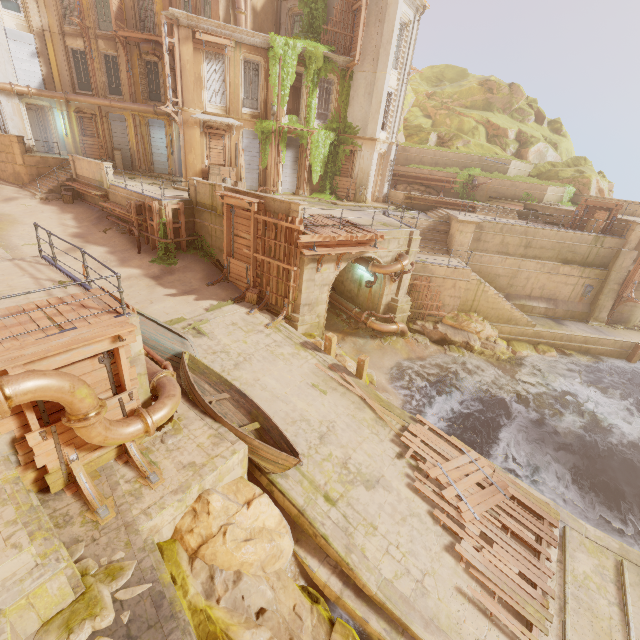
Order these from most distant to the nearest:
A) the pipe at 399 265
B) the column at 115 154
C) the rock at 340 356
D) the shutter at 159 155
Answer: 1. the shutter at 159 155
2. the column at 115 154
3. the pipe at 399 265
4. the rock at 340 356

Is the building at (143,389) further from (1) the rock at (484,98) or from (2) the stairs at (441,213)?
(1) the rock at (484,98)

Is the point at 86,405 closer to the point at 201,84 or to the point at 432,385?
the point at 432,385

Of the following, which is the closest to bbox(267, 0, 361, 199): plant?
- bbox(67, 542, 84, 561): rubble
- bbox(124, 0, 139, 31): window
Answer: bbox(67, 542, 84, 561): rubble

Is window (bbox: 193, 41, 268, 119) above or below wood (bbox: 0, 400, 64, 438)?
above

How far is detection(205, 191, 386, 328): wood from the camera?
14.3 meters

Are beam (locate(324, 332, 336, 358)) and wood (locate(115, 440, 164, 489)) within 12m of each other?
yes

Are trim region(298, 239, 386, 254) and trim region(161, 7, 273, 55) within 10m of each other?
no
